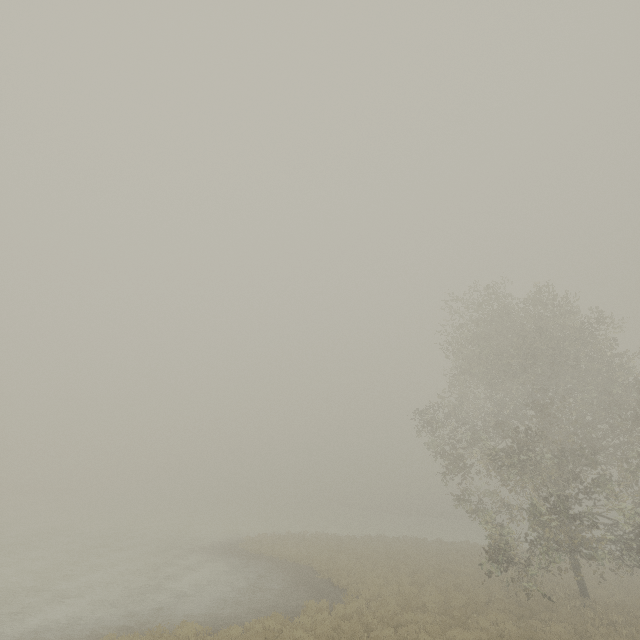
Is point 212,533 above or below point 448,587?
below
